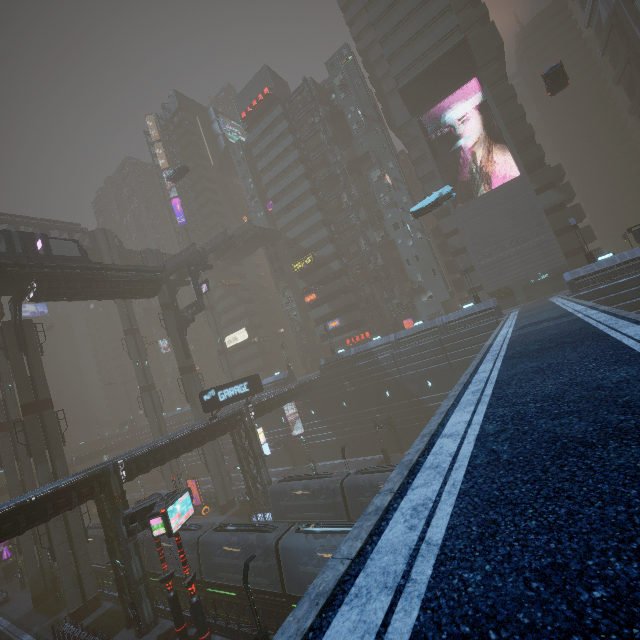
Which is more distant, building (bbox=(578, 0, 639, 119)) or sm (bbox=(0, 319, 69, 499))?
building (bbox=(578, 0, 639, 119))

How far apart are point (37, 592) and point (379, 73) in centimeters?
7951cm

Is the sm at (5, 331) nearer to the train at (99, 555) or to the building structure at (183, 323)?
the building structure at (183, 323)

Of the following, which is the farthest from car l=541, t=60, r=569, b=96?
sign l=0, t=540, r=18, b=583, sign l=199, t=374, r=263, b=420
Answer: sign l=0, t=540, r=18, b=583

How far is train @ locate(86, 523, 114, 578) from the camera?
31.9m

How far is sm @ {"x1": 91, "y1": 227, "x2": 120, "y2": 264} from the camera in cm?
5005

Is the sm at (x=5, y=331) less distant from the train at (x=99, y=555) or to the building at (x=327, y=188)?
the building at (x=327, y=188)
